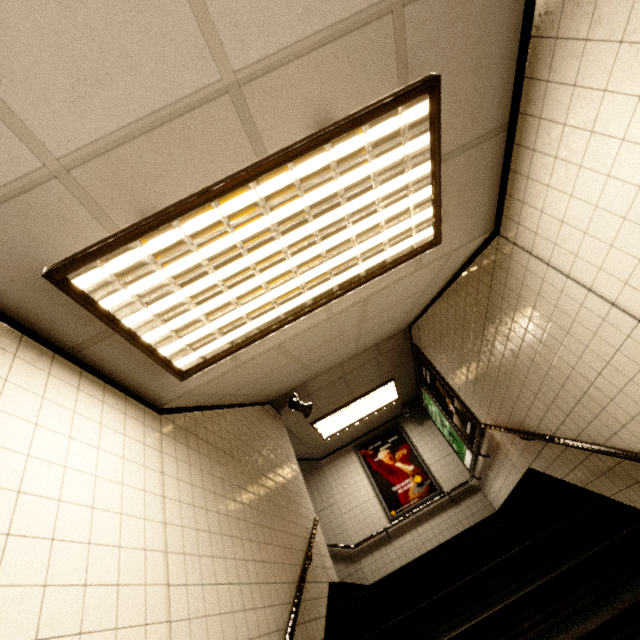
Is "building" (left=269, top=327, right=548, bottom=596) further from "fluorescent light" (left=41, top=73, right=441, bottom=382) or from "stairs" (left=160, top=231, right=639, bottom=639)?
"fluorescent light" (left=41, top=73, right=441, bottom=382)

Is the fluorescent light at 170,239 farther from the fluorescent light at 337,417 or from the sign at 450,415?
the fluorescent light at 337,417

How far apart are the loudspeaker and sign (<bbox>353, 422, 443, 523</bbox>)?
2.78m

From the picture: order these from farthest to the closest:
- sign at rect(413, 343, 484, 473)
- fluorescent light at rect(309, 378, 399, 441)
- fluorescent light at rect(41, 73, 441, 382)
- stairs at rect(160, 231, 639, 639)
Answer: fluorescent light at rect(309, 378, 399, 441) → sign at rect(413, 343, 484, 473) → stairs at rect(160, 231, 639, 639) → fluorescent light at rect(41, 73, 441, 382)

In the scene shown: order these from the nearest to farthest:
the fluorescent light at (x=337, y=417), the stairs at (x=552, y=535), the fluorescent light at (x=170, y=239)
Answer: the fluorescent light at (x=170, y=239) → the stairs at (x=552, y=535) → the fluorescent light at (x=337, y=417)

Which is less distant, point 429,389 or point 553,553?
point 553,553

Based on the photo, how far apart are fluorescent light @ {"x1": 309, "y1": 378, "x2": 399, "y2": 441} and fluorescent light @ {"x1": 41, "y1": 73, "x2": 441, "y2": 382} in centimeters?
485cm

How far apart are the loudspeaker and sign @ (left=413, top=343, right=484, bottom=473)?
2.16m
